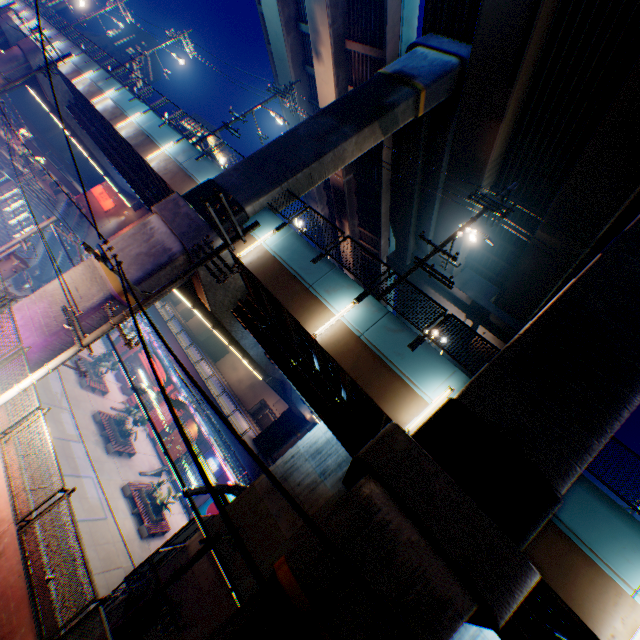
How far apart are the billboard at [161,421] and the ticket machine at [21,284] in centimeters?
1606cm

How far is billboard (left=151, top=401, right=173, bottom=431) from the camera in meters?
32.1

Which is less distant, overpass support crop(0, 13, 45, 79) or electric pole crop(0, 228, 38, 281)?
electric pole crop(0, 228, 38, 281)

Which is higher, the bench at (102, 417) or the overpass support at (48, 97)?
the overpass support at (48, 97)

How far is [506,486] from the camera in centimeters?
743cm

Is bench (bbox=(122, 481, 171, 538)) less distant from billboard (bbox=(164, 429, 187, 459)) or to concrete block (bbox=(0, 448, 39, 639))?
billboard (bbox=(164, 429, 187, 459))

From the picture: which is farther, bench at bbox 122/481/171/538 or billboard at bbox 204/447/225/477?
billboard at bbox 204/447/225/477

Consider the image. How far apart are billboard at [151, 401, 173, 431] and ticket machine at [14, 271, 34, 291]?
16.1 meters
